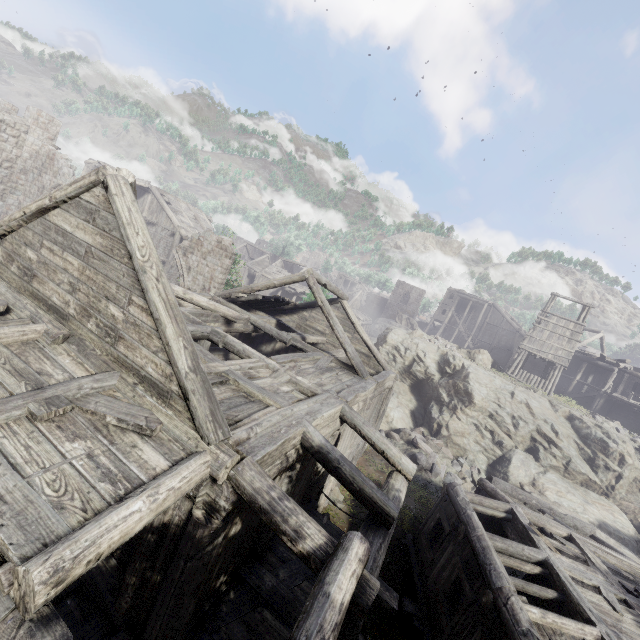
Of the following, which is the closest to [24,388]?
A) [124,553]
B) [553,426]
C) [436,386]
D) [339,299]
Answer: [124,553]

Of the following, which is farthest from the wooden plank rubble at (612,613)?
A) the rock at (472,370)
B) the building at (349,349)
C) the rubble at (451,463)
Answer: the rock at (472,370)

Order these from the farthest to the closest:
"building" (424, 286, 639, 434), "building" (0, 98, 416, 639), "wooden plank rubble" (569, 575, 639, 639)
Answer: "building" (424, 286, 639, 434)
"wooden plank rubble" (569, 575, 639, 639)
"building" (0, 98, 416, 639)

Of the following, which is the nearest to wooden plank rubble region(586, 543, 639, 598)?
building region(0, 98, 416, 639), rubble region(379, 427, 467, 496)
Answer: building region(0, 98, 416, 639)

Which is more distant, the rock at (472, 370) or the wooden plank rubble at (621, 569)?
the rock at (472, 370)

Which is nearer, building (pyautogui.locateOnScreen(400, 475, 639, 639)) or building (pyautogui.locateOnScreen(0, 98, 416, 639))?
building (pyautogui.locateOnScreen(0, 98, 416, 639))

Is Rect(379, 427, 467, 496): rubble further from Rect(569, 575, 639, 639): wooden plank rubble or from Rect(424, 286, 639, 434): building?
Rect(569, 575, 639, 639): wooden plank rubble

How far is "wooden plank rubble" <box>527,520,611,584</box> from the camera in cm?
946
